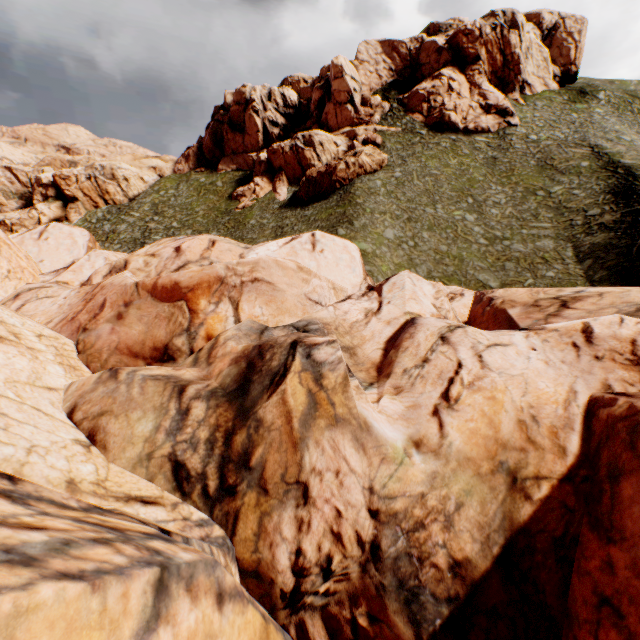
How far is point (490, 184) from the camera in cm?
3631
